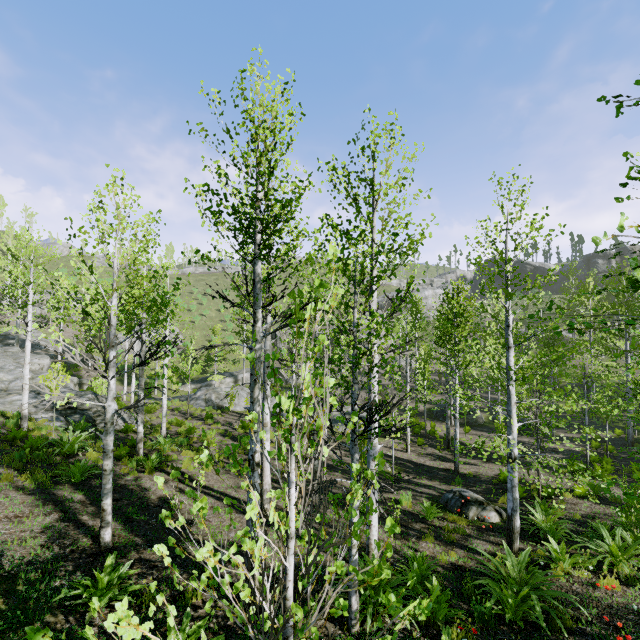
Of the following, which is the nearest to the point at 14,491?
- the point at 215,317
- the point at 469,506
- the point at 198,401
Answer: the point at 469,506

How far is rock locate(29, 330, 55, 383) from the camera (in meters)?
21.47

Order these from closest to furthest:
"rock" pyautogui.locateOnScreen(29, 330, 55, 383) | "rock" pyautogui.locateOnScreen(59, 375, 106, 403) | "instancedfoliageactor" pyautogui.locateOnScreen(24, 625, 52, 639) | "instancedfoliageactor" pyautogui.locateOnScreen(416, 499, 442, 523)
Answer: "instancedfoliageactor" pyautogui.locateOnScreen(24, 625, 52, 639)
"instancedfoliageactor" pyautogui.locateOnScreen(416, 499, 442, 523)
"rock" pyautogui.locateOnScreen(59, 375, 106, 403)
"rock" pyautogui.locateOnScreen(29, 330, 55, 383)

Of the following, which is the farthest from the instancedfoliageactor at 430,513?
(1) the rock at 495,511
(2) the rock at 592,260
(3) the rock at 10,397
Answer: (2) the rock at 592,260

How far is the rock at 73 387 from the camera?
17.7 meters

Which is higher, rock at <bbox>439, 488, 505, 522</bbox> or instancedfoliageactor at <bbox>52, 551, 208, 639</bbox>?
instancedfoliageactor at <bbox>52, 551, 208, 639</bbox>

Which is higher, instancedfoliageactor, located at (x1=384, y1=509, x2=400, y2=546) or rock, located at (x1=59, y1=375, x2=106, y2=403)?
instancedfoliageactor, located at (x1=384, y1=509, x2=400, y2=546)

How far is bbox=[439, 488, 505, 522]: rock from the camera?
10.3m
